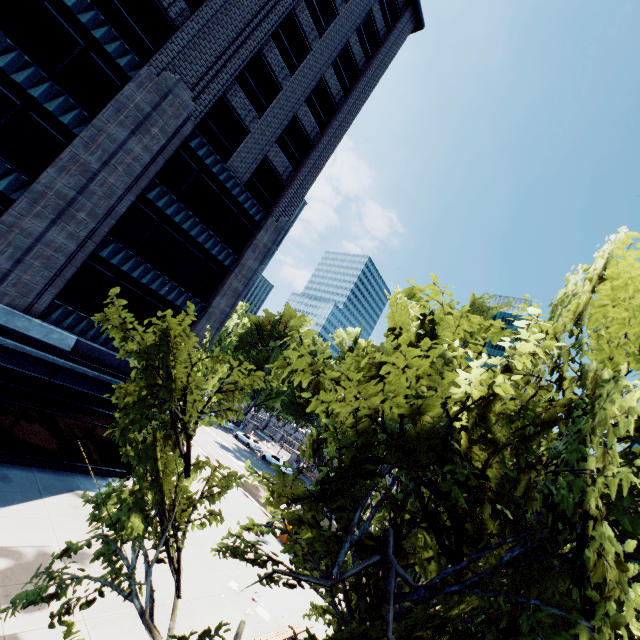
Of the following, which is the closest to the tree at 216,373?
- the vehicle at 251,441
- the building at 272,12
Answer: the vehicle at 251,441

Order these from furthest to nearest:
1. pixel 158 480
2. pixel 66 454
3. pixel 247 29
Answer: pixel 247 29, pixel 66 454, pixel 158 480

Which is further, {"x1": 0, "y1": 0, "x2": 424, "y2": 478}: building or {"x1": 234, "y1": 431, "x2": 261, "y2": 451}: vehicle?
{"x1": 234, "y1": 431, "x2": 261, "y2": 451}: vehicle

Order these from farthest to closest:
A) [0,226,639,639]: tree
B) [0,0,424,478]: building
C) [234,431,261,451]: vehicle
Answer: [234,431,261,451]: vehicle → [0,0,424,478]: building → [0,226,639,639]: tree

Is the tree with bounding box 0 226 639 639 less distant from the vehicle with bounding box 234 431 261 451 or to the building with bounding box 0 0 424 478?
the vehicle with bounding box 234 431 261 451

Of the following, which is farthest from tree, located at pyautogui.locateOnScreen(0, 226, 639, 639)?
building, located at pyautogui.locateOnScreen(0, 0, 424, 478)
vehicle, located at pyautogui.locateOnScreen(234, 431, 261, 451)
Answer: building, located at pyautogui.locateOnScreen(0, 0, 424, 478)

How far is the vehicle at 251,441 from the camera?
45.8m
